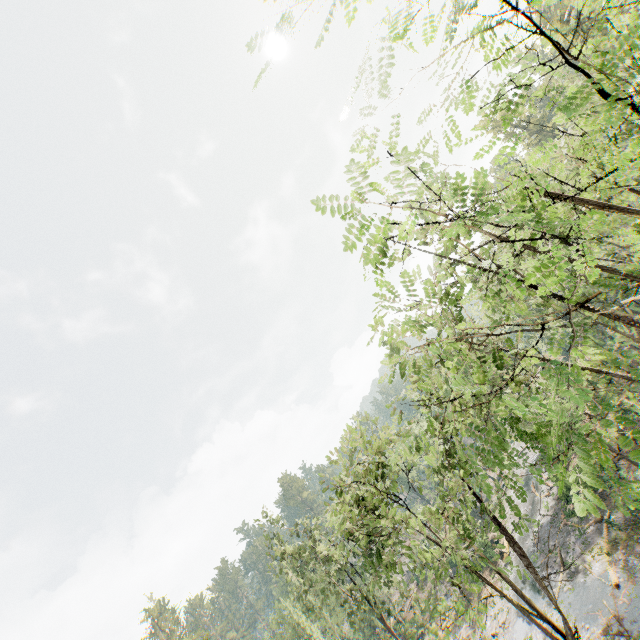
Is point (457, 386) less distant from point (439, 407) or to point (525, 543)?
point (439, 407)
